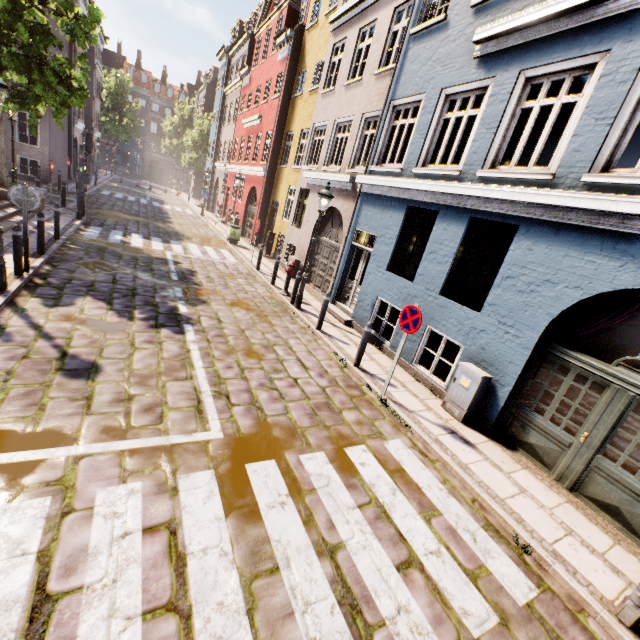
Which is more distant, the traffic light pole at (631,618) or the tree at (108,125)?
the tree at (108,125)

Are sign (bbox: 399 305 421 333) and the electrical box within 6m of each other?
yes

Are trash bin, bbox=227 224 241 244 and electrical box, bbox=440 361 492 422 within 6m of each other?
no

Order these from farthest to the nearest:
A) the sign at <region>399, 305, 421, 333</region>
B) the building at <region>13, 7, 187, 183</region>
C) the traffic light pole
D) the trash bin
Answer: the building at <region>13, 7, 187, 183</region> → the trash bin → the sign at <region>399, 305, 421, 333</region> → the traffic light pole

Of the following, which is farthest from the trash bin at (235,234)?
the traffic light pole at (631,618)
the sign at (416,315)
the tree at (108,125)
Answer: the tree at (108,125)

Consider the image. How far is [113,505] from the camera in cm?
320

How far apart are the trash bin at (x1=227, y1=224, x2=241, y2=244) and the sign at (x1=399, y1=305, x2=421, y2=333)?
14.23m

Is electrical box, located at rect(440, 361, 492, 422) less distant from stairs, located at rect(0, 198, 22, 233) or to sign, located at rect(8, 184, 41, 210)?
stairs, located at rect(0, 198, 22, 233)
